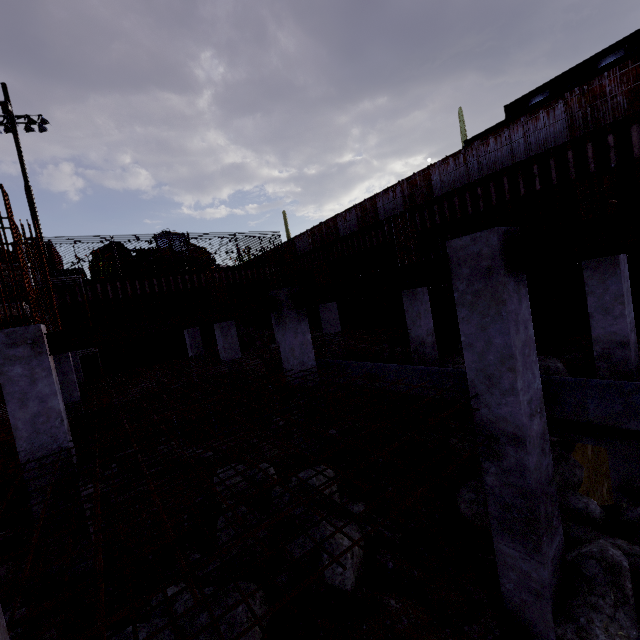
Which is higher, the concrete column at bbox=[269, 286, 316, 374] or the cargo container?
the cargo container

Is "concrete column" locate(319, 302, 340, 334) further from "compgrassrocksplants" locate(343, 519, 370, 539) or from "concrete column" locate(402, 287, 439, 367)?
"compgrassrocksplants" locate(343, 519, 370, 539)

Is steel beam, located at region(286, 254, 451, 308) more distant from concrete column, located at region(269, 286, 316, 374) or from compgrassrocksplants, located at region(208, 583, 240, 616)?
compgrassrocksplants, located at region(208, 583, 240, 616)

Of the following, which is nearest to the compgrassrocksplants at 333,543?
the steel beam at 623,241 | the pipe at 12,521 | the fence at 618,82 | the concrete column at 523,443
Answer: the concrete column at 523,443

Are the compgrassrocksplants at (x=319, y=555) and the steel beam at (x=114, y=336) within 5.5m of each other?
yes

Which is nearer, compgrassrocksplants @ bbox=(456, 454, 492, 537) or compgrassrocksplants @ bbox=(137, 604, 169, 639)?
compgrassrocksplants @ bbox=(137, 604, 169, 639)

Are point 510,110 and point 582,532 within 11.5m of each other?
no

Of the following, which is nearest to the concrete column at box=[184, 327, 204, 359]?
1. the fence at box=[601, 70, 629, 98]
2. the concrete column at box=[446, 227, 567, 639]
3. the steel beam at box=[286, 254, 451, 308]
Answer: the fence at box=[601, 70, 629, 98]
